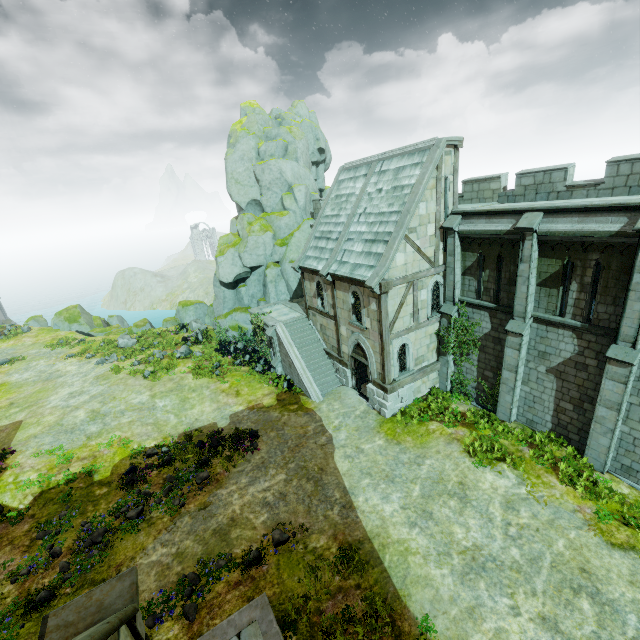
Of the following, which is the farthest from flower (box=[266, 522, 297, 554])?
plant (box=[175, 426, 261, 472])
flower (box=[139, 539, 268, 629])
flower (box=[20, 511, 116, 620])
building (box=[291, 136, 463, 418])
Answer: building (box=[291, 136, 463, 418])

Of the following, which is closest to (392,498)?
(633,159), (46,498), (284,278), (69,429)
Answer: (46,498)

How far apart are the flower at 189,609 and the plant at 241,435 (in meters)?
5.23

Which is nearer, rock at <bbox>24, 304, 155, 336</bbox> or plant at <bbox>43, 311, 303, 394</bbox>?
plant at <bbox>43, 311, 303, 394</bbox>

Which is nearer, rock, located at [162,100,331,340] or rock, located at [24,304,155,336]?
rock, located at [162,100,331,340]

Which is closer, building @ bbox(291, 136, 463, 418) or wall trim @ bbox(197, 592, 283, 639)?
wall trim @ bbox(197, 592, 283, 639)

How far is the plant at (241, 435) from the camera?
16.00m

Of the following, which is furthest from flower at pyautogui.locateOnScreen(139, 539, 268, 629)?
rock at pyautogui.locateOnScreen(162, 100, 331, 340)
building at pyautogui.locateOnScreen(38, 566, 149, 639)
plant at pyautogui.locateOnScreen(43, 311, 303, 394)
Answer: rock at pyautogui.locateOnScreen(162, 100, 331, 340)
